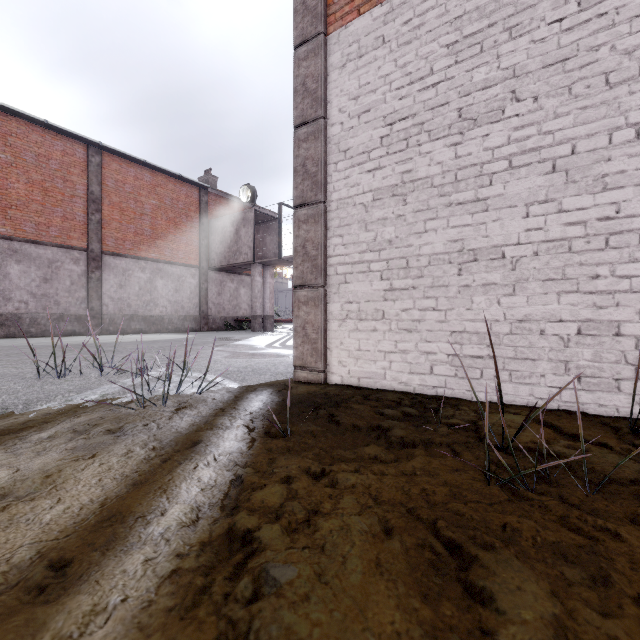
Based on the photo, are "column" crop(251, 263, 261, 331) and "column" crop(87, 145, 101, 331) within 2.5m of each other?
no

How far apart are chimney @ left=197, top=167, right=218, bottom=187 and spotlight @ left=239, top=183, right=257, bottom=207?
5.48m

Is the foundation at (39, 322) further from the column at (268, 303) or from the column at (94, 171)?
the column at (268, 303)

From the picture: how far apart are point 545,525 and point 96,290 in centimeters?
1838cm

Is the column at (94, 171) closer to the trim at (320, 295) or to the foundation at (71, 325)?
the foundation at (71, 325)

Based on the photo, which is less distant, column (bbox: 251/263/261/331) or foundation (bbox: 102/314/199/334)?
foundation (bbox: 102/314/199/334)

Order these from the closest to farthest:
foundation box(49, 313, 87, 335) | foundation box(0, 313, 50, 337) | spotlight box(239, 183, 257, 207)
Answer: foundation box(0, 313, 50, 337) < foundation box(49, 313, 87, 335) < spotlight box(239, 183, 257, 207)

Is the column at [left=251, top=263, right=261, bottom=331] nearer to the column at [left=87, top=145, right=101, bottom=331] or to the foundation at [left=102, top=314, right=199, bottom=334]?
the foundation at [left=102, top=314, right=199, bottom=334]
